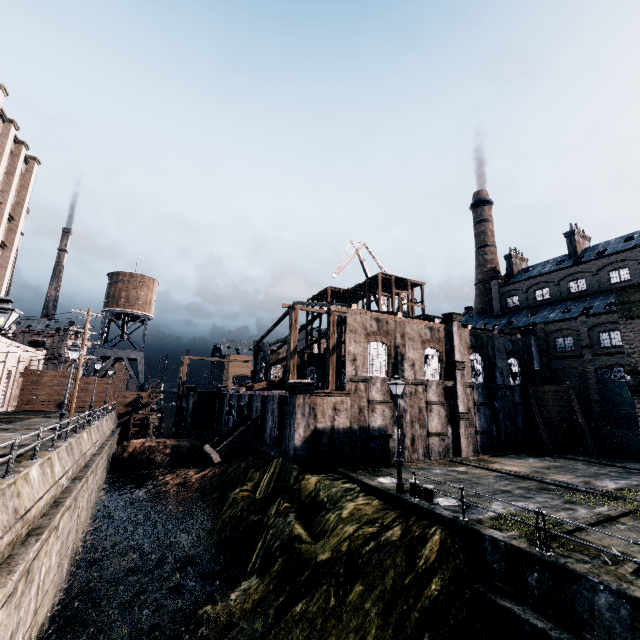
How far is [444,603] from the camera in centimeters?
1094cm

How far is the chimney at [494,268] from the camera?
57.1m

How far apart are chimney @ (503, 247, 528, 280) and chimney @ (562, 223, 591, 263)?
7.6m

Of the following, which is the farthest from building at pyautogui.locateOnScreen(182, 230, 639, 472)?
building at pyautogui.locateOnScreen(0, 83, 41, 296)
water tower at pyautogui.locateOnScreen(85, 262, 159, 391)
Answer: building at pyautogui.locateOnScreen(0, 83, 41, 296)

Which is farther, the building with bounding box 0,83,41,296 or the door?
the door

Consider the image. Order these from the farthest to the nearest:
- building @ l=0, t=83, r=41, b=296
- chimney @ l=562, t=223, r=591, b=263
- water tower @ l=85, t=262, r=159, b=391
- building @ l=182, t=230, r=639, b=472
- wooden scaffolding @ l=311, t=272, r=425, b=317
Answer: water tower @ l=85, t=262, r=159, b=391 < wooden scaffolding @ l=311, t=272, r=425, b=317 < chimney @ l=562, t=223, r=591, b=263 < building @ l=0, t=83, r=41, b=296 < building @ l=182, t=230, r=639, b=472

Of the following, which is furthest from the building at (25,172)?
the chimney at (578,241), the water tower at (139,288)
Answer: the chimney at (578,241)

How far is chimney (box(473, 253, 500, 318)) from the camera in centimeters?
5713cm
